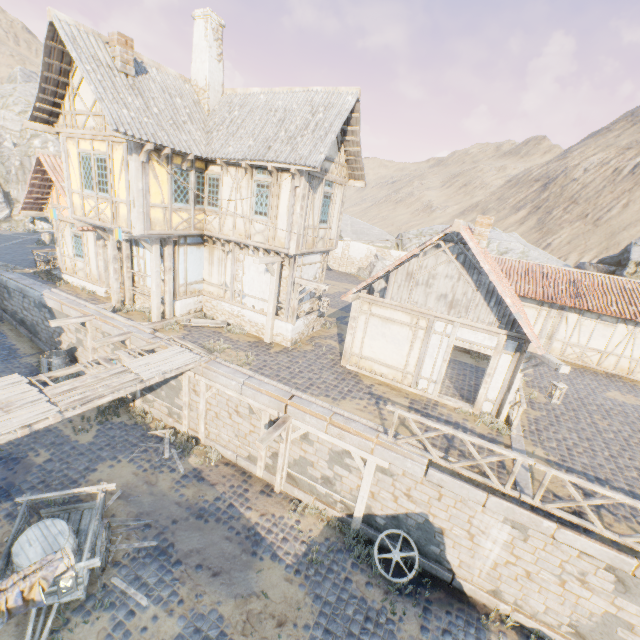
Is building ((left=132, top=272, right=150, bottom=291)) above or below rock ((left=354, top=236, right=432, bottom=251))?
below

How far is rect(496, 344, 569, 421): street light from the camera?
8.52m

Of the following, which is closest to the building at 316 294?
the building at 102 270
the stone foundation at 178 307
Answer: the stone foundation at 178 307

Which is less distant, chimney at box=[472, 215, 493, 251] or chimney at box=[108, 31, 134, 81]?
chimney at box=[108, 31, 134, 81]

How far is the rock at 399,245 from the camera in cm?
3014

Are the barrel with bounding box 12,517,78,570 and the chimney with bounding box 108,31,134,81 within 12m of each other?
no

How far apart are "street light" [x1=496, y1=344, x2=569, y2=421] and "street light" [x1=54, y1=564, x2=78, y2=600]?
11.3m

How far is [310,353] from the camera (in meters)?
13.53
